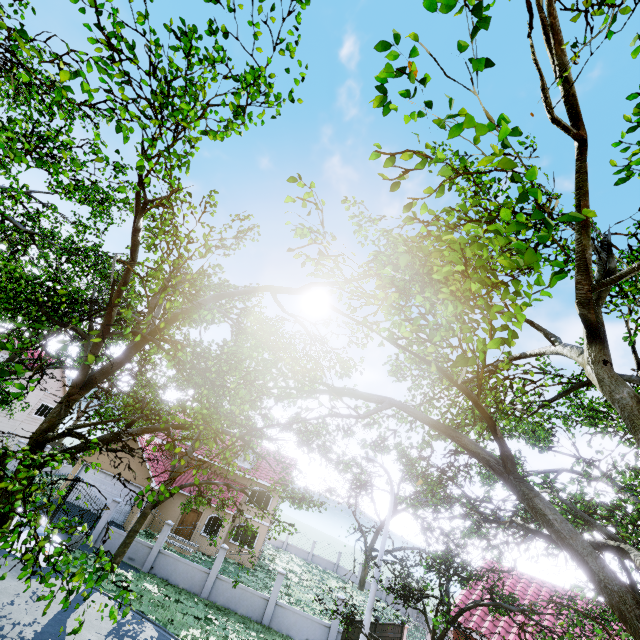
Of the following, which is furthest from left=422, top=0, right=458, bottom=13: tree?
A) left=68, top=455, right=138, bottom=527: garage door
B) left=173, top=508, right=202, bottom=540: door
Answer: left=173, top=508, right=202, bottom=540: door

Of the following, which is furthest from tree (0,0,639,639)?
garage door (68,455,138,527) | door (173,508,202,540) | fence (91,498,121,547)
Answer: door (173,508,202,540)

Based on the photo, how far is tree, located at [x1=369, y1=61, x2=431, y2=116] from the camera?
2.4m

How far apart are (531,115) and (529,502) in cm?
745

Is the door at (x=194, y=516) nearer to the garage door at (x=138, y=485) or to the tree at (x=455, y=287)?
the garage door at (x=138, y=485)

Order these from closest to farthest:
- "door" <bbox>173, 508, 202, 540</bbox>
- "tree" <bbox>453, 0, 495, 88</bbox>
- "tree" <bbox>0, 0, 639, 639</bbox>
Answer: "tree" <bbox>453, 0, 495, 88</bbox>
"tree" <bbox>0, 0, 639, 639</bbox>
"door" <bbox>173, 508, 202, 540</bbox>

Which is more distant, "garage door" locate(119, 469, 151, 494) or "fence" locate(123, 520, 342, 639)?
"garage door" locate(119, 469, 151, 494)

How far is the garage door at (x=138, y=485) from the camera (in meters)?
23.86
